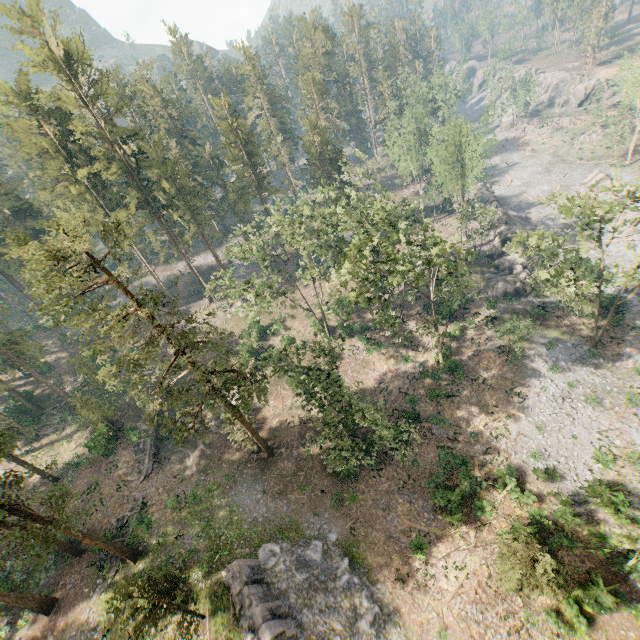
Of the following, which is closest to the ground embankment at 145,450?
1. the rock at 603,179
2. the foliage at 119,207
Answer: the foliage at 119,207

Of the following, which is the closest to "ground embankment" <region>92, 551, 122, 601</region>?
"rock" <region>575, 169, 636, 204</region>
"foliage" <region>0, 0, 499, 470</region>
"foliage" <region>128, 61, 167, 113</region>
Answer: "foliage" <region>0, 0, 499, 470</region>

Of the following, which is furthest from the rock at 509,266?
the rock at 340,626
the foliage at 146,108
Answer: the foliage at 146,108

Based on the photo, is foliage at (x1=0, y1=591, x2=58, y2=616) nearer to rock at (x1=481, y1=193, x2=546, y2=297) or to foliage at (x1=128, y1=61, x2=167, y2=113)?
rock at (x1=481, y1=193, x2=546, y2=297)

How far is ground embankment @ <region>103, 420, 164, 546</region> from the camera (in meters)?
29.69

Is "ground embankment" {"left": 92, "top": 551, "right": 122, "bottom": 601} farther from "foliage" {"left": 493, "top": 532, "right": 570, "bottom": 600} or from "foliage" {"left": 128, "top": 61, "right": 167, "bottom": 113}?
"foliage" {"left": 128, "top": 61, "right": 167, "bottom": 113}

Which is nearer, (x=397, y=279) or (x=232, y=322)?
(x=397, y=279)

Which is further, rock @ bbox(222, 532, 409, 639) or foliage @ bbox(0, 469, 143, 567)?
rock @ bbox(222, 532, 409, 639)
